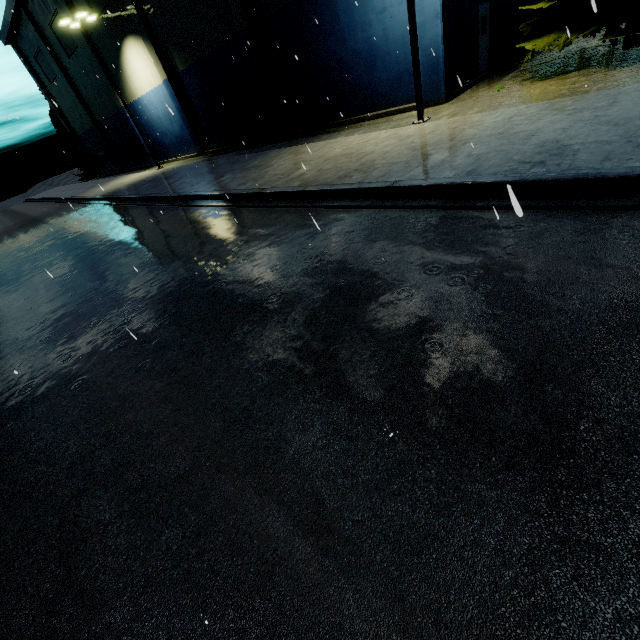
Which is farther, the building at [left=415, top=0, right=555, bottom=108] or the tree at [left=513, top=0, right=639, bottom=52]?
the building at [left=415, top=0, right=555, bottom=108]

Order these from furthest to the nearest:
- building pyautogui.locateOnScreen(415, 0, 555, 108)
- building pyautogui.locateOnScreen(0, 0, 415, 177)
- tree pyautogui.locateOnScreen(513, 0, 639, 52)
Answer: building pyautogui.locateOnScreen(0, 0, 415, 177) < building pyautogui.locateOnScreen(415, 0, 555, 108) < tree pyautogui.locateOnScreen(513, 0, 639, 52)

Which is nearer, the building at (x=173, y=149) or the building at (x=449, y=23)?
the building at (x=449, y=23)

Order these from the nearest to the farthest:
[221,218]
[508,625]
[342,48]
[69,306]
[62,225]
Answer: [508,625] < [69,306] < [221,218] < [342,48] < [62,225]

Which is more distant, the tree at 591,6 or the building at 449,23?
the building at 449,23

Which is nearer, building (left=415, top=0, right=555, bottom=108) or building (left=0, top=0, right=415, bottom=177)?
building (left=415, top=0, right=555, bottom=108)
